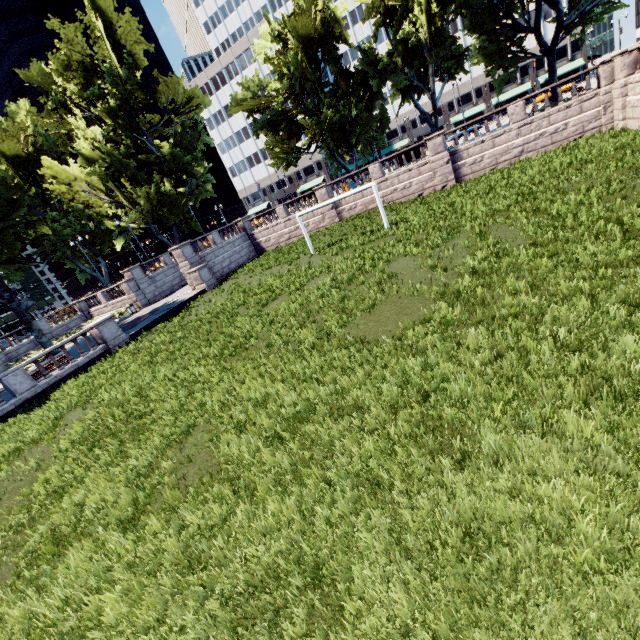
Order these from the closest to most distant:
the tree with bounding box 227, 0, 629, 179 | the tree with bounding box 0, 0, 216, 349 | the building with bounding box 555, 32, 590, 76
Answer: the tree with bounding box 227, 0, 629, 179
the tree with bounding box 0, 0, 216, 349
the building with bounding box 555, 32, 590, 76

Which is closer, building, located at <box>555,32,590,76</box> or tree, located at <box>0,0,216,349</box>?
tree, located at <box>0,0,216,349</box>

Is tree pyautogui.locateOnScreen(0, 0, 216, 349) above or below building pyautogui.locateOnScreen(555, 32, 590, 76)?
above

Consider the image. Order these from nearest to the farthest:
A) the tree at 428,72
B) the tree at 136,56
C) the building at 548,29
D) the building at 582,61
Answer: the tree at 428,72
the tree at 136,56
the building at 548,29
the building at 582,61

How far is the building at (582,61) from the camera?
57.6 meters

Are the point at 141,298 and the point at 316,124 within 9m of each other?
no

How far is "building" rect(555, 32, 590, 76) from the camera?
57.6 meters
